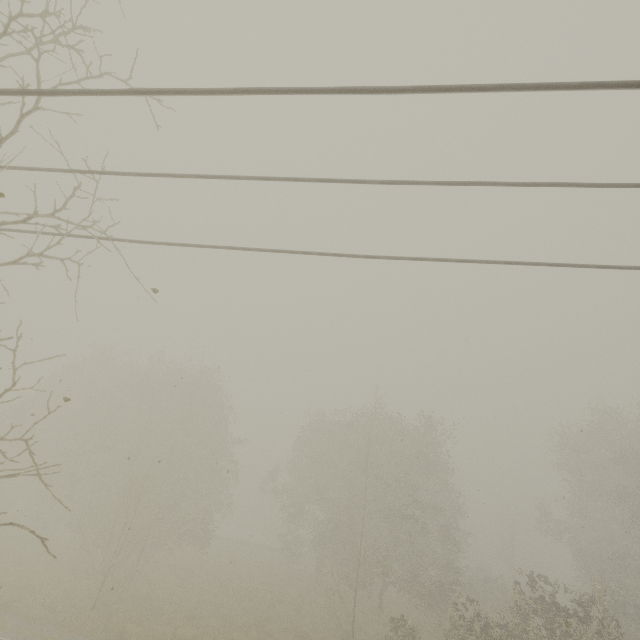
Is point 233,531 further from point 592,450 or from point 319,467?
point 592,450
